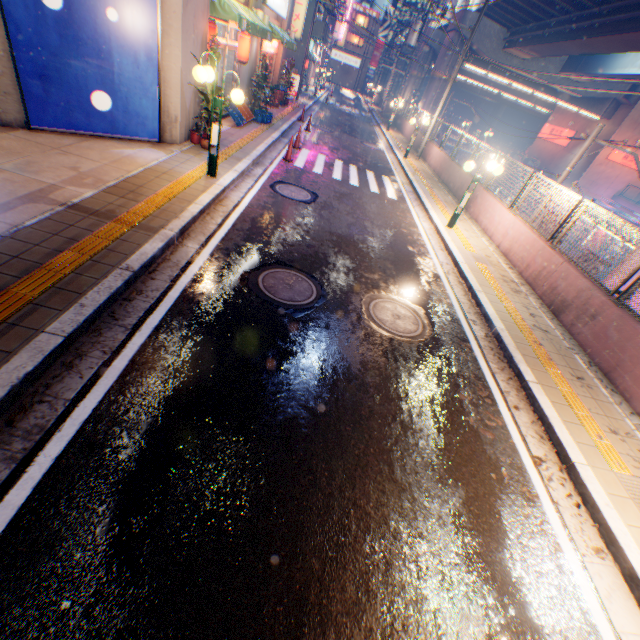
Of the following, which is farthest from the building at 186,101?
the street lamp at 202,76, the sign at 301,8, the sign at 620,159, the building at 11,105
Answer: the sign at 620,159

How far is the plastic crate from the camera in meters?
12.4

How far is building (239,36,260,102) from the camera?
13.8m

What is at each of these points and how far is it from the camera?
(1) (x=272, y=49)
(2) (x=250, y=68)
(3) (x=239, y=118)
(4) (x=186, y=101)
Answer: (1) sign, 17.4 meters
(2) building, 14.6 meters
(3) plastic crate, 13.0 meters
(4) building, 8.7 meters

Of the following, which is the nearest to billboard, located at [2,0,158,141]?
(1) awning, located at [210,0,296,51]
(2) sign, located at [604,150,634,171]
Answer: (1) awning, located at [210,0,296,51]

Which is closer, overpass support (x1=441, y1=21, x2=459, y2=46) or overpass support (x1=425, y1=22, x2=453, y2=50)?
overpass support (x1=441, y1=21, x2=459, y2=46)

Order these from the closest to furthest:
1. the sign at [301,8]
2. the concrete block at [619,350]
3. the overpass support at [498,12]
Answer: the concrete block at [619,350], the overpass support at [498,12], the sign at [301,8]

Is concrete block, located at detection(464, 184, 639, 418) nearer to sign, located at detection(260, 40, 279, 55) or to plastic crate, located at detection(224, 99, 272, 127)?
plastic crate, located at detection(224, 99, 272, 127)
